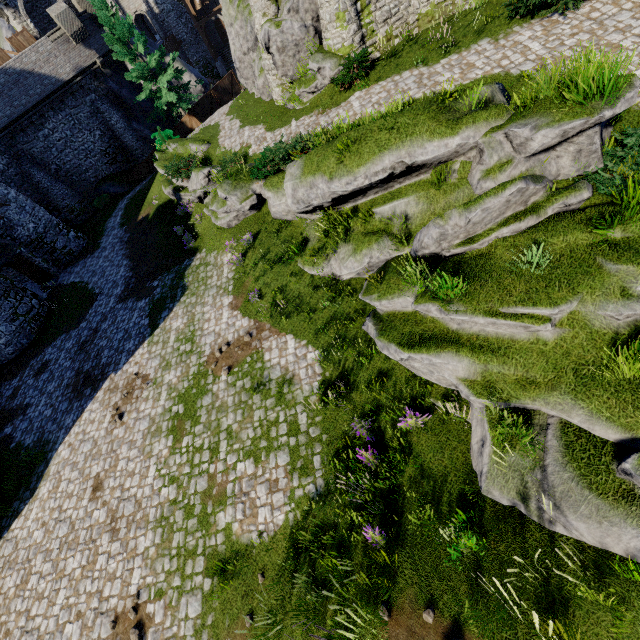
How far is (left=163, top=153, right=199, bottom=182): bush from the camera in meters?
18.7 m

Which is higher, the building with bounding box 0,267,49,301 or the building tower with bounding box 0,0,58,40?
the building tower with bounding box 0,0,58,40

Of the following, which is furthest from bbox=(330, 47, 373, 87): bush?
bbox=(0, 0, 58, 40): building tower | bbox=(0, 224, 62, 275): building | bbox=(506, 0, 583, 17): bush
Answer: bbox=(0, 0, 58, 40): building tower

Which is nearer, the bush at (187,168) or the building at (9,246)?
the bush at (187,168)

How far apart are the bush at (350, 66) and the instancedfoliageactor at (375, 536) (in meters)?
16.28

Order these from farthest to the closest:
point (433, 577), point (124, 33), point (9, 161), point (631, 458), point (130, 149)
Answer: point (130, 149) → point (9, 161) → point (124, 33) → point (433, 577) → point (631, 458)

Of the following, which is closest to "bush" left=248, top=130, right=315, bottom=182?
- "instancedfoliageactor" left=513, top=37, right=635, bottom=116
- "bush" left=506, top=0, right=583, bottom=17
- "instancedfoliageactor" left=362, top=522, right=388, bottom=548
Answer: "bush" left=506, top=0, right=583, bottom=17

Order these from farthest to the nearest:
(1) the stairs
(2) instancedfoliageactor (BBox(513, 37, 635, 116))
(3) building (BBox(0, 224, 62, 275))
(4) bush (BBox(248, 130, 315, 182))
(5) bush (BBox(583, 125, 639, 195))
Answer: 1. (1) the stairs
2. (3) building (BBox(0, 224, 62, 275))
3. (4) bush (BBox(248, 130, 315, 182))
4. (5) bush (BBox(583, 125, 639, 195))
5. (2) instancedfoliageactor (BBox(513, 37, 635, 116))
